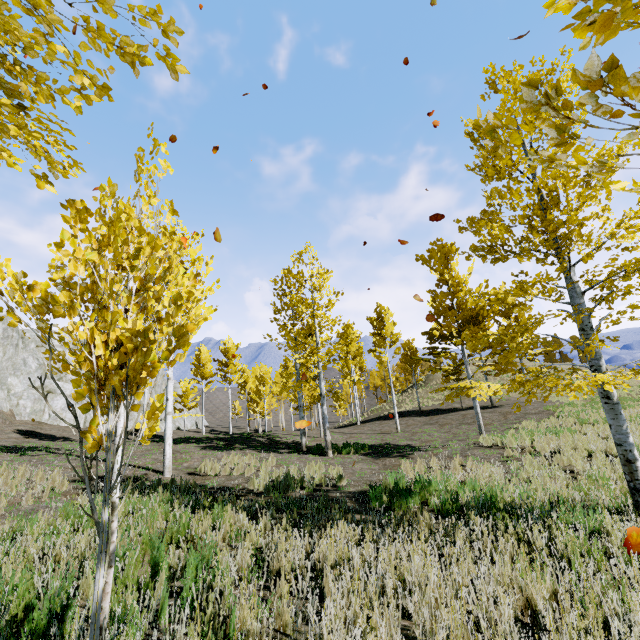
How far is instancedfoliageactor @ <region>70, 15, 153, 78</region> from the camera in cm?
155

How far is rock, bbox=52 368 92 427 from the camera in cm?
2784

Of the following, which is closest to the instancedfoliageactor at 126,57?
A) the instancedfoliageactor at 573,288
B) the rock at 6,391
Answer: the instancedfoliageactor at 573,288

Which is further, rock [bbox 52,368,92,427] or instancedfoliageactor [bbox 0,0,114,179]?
rock [bbox 52,368,92,427]

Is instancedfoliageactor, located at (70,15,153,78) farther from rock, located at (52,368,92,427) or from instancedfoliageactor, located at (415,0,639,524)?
rock, located at (52,368,92,427)

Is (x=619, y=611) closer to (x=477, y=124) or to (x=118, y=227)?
(x=477, y=124)

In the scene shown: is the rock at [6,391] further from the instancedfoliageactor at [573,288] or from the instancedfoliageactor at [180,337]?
the instancedfoliageactor at [573,288]
